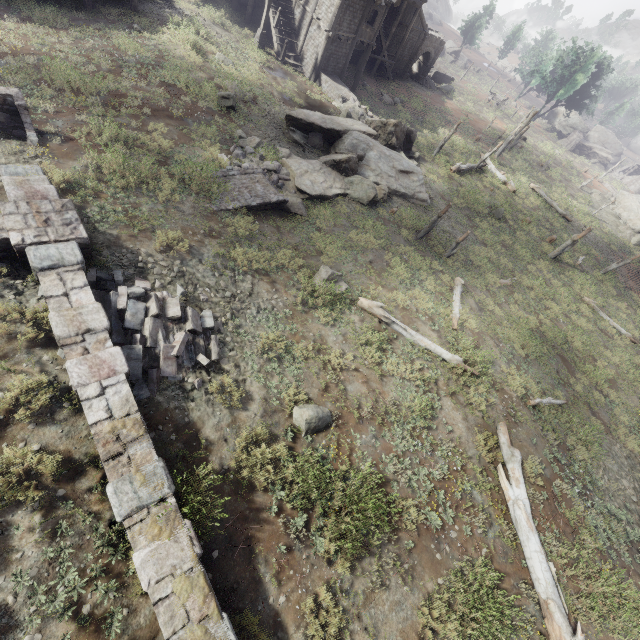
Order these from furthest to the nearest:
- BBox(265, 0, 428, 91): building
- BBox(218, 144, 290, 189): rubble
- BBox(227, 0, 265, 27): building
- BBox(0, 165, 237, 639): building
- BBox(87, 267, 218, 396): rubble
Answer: BBox(227, 0, 265, 27): building < BBox(265, 0, 428, 91): building < BBox(218, 144, 290, 189): rubble < BBox(87, 267, 218, 396): rubble < BBox(0, 165, 237, 639): building

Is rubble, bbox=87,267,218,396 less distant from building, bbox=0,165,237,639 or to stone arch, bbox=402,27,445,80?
building, bbox=0,165,237,639

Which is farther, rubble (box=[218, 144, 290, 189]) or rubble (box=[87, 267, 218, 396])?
rubble (box=[218, 144, 290, 189])

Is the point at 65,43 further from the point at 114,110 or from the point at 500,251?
the point at 500,251

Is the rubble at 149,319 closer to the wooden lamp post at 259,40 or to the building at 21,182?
the building at 21,182

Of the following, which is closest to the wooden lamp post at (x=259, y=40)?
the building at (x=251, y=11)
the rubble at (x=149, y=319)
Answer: the building at (x=251, y=11)

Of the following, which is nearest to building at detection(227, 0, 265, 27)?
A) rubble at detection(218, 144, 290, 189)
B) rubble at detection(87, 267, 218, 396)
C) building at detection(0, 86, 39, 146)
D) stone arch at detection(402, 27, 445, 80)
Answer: rubble at detection(218, 144, 290, 189)

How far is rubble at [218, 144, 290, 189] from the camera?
13.57m
